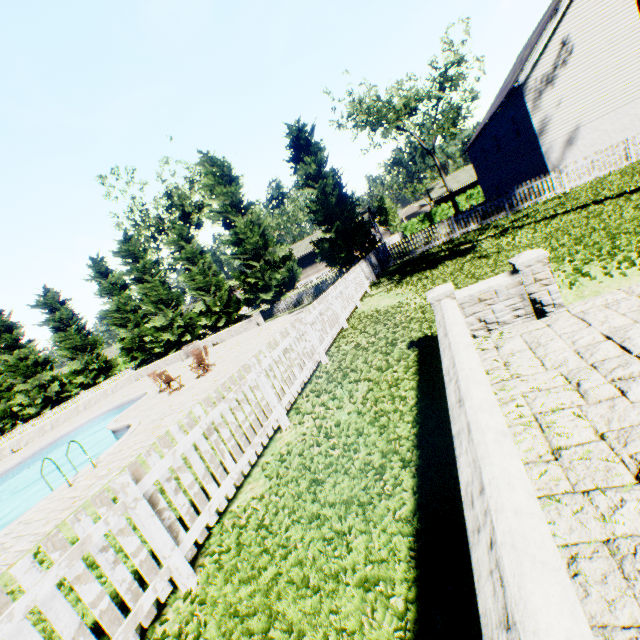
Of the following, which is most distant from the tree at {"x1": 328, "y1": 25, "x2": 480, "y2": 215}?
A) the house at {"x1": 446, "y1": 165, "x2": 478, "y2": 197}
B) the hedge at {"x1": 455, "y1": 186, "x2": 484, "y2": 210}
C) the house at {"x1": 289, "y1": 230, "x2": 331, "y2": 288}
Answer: the house at {"x1": 446, "y1": 165, "x2": 478, "y2": 197}

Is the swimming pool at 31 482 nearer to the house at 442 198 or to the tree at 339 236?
the tree at 339 236

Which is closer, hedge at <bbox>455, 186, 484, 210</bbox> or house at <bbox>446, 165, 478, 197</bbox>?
hedge at <bbox>455, 186, 484, 210</bbox>

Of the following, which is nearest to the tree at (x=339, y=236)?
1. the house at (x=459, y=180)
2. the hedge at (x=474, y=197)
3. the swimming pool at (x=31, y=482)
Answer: the hedge at (x=474, y=197)

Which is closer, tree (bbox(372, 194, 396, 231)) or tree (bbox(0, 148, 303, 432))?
tree (bbox(0, 148, 303, 432))

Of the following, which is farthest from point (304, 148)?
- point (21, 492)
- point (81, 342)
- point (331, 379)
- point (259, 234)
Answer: point (81, 342)

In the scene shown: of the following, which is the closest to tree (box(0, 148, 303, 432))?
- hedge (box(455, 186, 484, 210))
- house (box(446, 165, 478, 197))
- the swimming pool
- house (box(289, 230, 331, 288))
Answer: house (box(289, 230, 331, 288))

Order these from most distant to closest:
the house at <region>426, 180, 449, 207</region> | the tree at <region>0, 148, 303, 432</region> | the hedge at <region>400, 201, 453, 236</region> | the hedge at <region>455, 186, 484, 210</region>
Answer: the house at <region>426, 180, 449, 207</region>
the hedge at <region>400, 201, 453, 236</region>
the hedge at <region>455, 186, 484, 210</region>
the tree at <region>0, 148, 303, 432</region>
